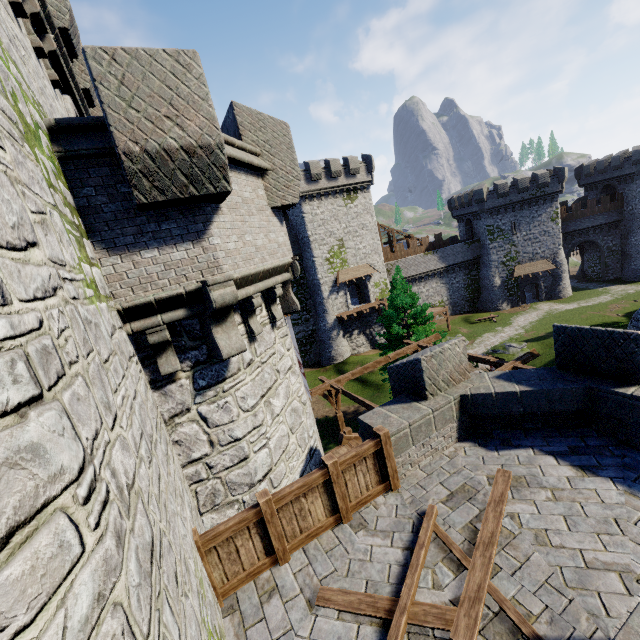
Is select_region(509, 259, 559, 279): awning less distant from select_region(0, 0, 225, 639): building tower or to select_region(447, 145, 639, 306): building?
select_region(447, 145, 639, 306): building

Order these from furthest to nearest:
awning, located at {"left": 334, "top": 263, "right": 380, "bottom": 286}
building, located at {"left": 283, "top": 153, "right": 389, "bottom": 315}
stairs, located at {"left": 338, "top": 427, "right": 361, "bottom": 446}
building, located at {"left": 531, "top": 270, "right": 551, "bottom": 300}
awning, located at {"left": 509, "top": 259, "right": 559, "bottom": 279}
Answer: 1. building, located at {"left": 531, "top": 270, "right": 551, "bottom": 300}
2. awning, located at {"left": 509, "top": 259, "right": 559, "bottom": 279}
3. awning, located at {"left": 334, "top": 263, "right": 380, "bottom": 286}
4. building, located at {"left": 283, "top": 153, "right": 389, "bottom": 315}
5. stairs, located at {"left": 338, "top": 427, "right": 361, "bottom": 446}

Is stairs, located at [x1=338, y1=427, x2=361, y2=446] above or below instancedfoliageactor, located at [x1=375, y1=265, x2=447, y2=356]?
below

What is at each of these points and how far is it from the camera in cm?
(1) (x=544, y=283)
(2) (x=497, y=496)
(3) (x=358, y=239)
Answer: (1) building, 4509
(2) wooden beam, 528
(3) building, 3900

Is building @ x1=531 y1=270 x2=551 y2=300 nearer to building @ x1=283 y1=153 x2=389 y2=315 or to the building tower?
building @ x1=283 y1=153 x2=389 y2=315

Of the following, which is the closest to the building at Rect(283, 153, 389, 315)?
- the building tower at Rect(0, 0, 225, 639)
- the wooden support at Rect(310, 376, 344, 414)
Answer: the building tower at Rect(0, 0, 225, 639)

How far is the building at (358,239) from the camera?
35.72m

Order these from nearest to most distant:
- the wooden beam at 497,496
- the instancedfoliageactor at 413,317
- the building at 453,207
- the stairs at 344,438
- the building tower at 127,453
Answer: the building tower at 127,453 → the wooden beam at 497,496 → the stairs at 344,438 → the instancedfoliageactor at 413,317 → the building at 453,207
